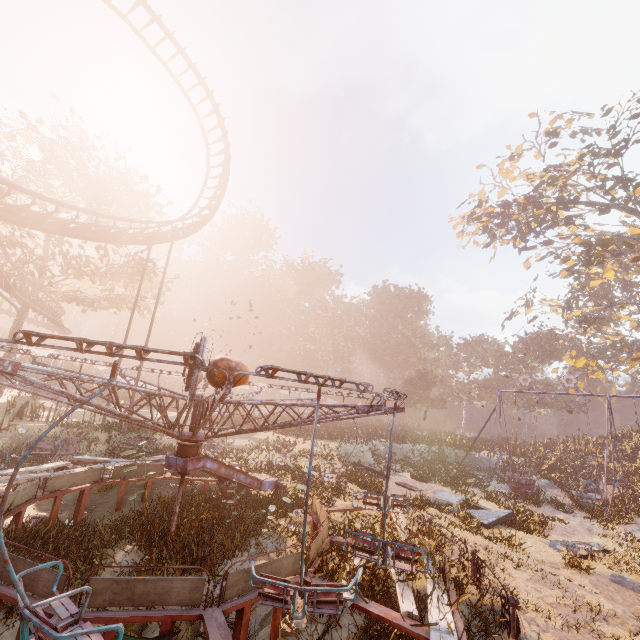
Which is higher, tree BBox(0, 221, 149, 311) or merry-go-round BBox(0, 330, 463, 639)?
tree BBox(0, 221, 149, 311)

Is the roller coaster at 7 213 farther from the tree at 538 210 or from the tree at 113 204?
the tree at 538 210

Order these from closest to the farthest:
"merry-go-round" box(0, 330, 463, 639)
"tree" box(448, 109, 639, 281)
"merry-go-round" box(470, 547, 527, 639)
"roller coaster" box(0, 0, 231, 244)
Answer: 1. "merry-go-round" box(0, 330, 463, 639)
2. "merry-go-round" box(470, 547, 527, 639)
3. "roller coaster" box(0, 0, 231, 244)
4. "tree" box(448, 109, 639, 281)

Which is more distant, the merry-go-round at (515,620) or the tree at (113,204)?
the tree at (113,204)

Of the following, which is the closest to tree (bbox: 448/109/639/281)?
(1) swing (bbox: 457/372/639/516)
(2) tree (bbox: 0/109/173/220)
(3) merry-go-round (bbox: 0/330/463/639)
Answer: (1) swing (bbox: 457/372/639/516)

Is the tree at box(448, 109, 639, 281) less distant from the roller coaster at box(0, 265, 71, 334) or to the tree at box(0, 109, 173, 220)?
the roller coaster at box(0, 265, 71, 334)

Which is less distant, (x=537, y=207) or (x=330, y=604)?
(x=330, y=604)

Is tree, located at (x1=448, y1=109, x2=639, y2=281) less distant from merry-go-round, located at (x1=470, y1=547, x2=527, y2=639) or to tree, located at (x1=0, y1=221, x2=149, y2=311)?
merry-go-round, located at (x1=470, y1=547, x2=527, y2=639)
